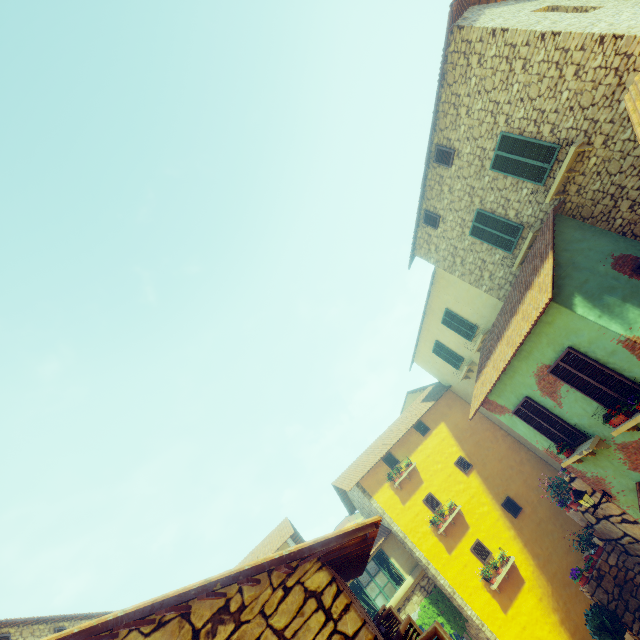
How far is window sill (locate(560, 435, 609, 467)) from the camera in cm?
829

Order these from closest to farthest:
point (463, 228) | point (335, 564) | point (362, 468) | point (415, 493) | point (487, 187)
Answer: point (335, 564), point (487, 187), point (463, 228), point (415, 493), point (362, 468)

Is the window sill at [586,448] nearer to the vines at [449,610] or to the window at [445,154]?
the vines at [449,610]

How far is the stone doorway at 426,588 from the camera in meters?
13.6

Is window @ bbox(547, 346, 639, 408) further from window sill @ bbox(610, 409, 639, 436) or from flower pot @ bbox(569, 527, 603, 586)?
flower pot @ bbox(569, 527, 603, 586)

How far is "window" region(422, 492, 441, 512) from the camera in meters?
14.9 m

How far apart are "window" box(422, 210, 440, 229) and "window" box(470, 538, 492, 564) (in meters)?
13.47

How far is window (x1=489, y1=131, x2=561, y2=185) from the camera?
8.8m
